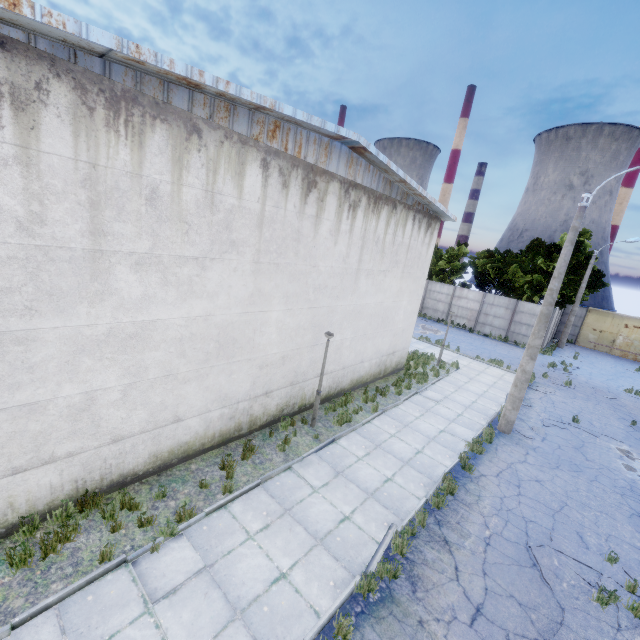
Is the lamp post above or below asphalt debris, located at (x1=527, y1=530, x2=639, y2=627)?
above

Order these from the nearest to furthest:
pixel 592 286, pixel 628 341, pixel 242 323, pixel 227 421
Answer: pixel 242 323 < pixel 227 421 < pixel 628 341 < pixel 592 286

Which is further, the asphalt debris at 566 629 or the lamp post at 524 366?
the lamp post at 524 366

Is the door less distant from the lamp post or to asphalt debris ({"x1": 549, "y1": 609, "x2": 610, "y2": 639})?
the lamp post

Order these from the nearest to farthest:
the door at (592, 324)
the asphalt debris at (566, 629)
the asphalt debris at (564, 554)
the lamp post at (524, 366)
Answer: the asphalt debris at (566, 629) < the asphalt debris at (564, 554) < the lamp post at (524, 366) < the door at (592, 324)

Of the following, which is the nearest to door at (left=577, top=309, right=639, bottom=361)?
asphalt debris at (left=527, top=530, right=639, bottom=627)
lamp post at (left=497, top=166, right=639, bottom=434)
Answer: lamp post at (left=497, top=166, right=639, bottom=434)
